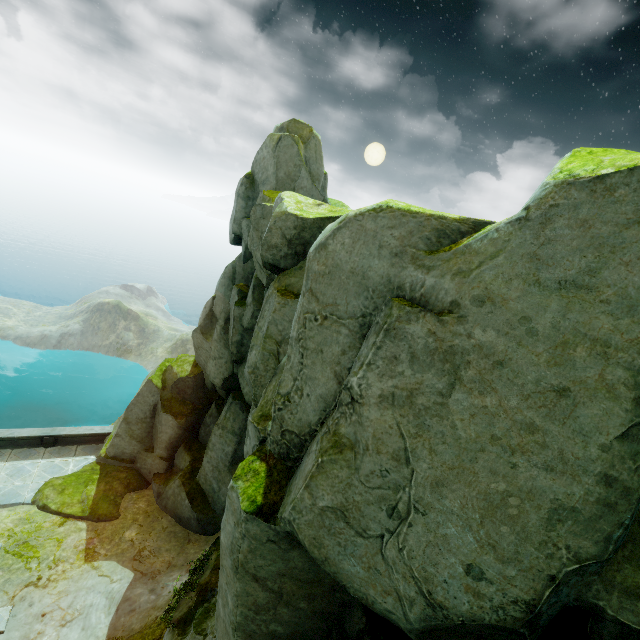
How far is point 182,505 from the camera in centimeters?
1622cm
